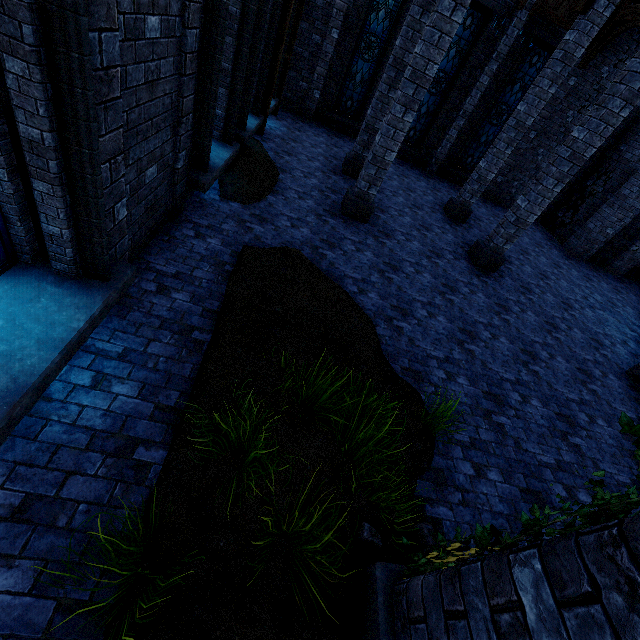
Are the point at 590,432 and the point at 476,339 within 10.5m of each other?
yes

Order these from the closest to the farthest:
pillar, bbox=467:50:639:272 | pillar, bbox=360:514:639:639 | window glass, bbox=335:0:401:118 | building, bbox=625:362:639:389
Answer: pillar, bbox=360:514:639:639 → pillar, bbox=467:50:639:272 → building, bbox=625:362:639:389 → window glass, bbox=335:0:401:118

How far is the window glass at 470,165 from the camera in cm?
1221

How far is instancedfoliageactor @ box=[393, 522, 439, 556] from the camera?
3.00m

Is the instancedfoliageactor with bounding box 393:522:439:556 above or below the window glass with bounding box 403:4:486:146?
below

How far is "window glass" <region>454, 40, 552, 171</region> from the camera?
12.2m

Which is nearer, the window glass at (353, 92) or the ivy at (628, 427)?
the ivy at (628, 427)

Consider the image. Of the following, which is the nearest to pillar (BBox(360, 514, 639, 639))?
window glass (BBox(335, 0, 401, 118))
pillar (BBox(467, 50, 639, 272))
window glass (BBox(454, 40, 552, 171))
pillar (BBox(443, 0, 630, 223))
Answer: pillar (BBox(467, 50, 639, 272))
